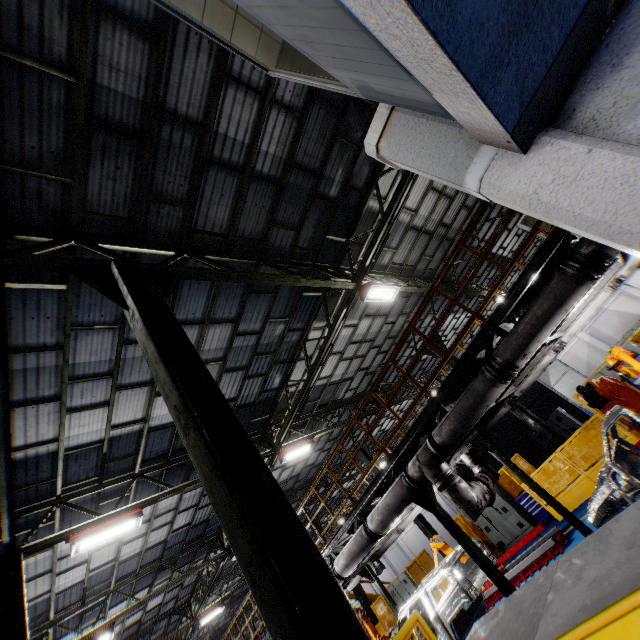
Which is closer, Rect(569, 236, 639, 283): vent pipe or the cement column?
the cement column

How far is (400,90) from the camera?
2.4 meters

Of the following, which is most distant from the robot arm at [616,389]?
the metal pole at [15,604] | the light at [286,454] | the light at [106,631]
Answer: the light at [106,631]

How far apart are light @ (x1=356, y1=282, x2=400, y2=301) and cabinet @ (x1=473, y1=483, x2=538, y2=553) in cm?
1028

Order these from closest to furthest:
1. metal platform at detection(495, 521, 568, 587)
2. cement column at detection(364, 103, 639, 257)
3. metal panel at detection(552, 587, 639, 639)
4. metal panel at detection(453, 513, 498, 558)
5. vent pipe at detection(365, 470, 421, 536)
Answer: metal panel at detection(552, 587, 639, 639) → cement column at detection(364, 103, 639, 257) → vent pipe at detection(365, 470, 421, 536) → metal platform at detection(495, 521, 568, 587) → metal panel at detection(453, 513, 498, 558)

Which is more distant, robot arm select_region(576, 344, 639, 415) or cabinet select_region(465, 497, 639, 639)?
robot arm select_region(576, 344, 639, 415)

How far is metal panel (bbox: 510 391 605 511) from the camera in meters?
10.8

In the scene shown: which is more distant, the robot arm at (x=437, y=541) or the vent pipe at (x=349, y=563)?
the robot arm at (x=437, y=541)
